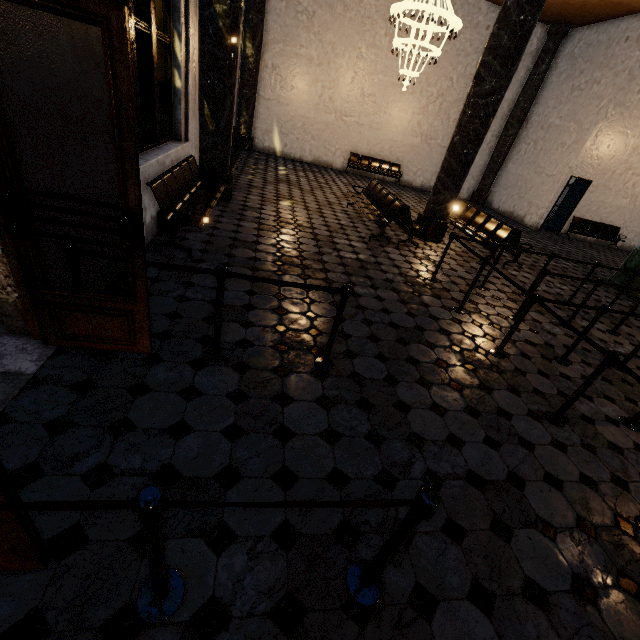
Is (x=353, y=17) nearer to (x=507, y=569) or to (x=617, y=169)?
(x=617, y=169)
